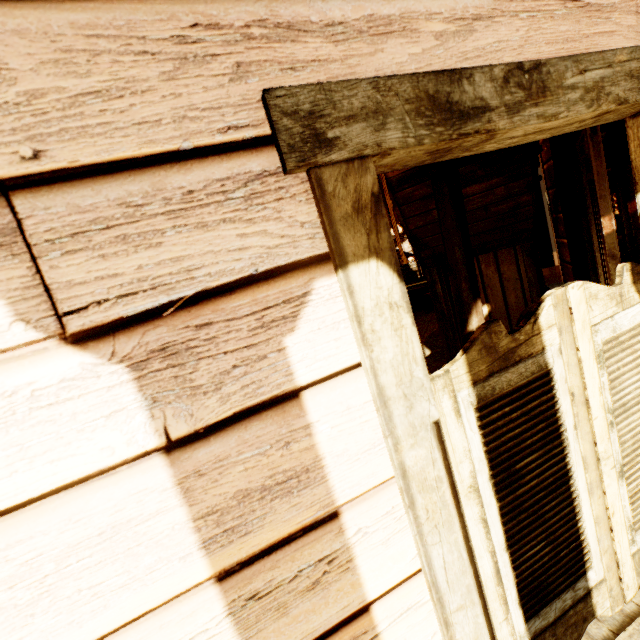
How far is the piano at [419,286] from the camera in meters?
8.8

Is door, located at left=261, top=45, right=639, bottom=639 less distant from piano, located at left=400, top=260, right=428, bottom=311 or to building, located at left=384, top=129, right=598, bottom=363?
building, located at left=384, top=129, right=598, bottom=363

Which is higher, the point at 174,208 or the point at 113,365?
the point at 174,208

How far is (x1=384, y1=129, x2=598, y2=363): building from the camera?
2.3m

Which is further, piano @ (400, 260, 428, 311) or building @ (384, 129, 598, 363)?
piano @ (400, 260, 428, 311)

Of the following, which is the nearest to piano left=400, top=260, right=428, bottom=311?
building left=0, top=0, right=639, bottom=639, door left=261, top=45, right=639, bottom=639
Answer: building left=0, top=0, right=639, bottom=639

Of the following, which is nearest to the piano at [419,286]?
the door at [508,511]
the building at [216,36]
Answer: the building at [216,36]
